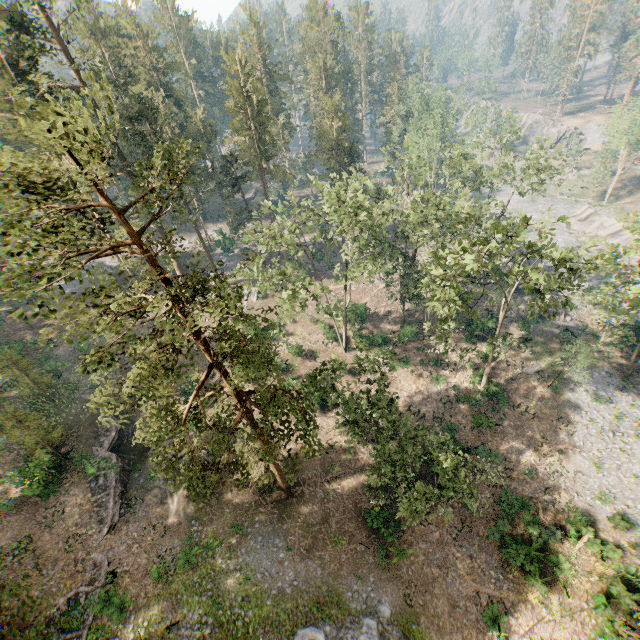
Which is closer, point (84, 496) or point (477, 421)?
point (84, 496)

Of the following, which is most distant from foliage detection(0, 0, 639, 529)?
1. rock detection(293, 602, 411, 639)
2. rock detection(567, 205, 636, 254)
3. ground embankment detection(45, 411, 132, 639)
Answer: rock detection(567, 205, 636, 254)

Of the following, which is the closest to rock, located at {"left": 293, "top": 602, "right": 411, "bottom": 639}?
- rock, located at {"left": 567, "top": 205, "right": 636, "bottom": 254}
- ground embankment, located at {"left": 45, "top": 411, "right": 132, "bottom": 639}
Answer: ground embankment, located at {"left": 45, "top": 411, "right": 132, "bottom": 639}

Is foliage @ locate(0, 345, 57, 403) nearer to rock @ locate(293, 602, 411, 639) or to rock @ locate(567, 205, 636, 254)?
rock @ locate(293, 602, 411, 639)

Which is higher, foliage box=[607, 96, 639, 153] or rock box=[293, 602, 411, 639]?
foliage box=[607, 96, 639, 153]

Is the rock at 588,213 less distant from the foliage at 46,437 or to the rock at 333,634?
the foliage at 46,437

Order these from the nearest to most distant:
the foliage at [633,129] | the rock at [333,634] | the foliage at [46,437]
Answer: the rock at [333,634]
the foliage at [46,437]
the foliage at [633,129]
